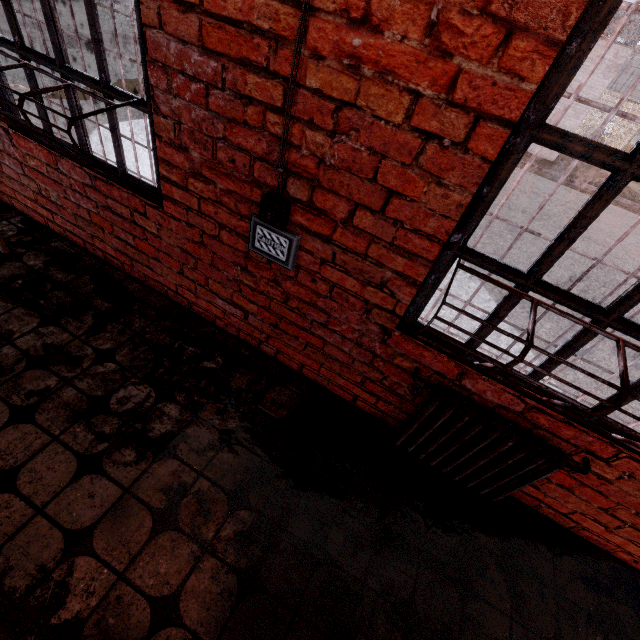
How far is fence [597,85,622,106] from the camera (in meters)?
16.80

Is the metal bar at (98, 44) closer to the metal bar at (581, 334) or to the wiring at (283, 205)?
the wiring at (283, 205)

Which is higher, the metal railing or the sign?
the metal railing

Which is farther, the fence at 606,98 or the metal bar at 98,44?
the fence at 606,98

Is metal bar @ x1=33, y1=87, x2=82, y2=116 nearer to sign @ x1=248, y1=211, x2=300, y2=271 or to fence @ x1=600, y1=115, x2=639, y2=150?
sign @ x1=248, y1=211, x2=300, y2=271

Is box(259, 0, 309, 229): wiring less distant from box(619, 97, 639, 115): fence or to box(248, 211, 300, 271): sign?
box(248, 211, 300, 271): sign

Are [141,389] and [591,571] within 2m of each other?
no

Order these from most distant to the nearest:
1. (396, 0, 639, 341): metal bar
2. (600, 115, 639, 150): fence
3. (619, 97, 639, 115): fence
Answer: (600, 115, 639, 150): fence
(619, 97, 639, 115): fence
(396, 0, 639, 341): metal bar
